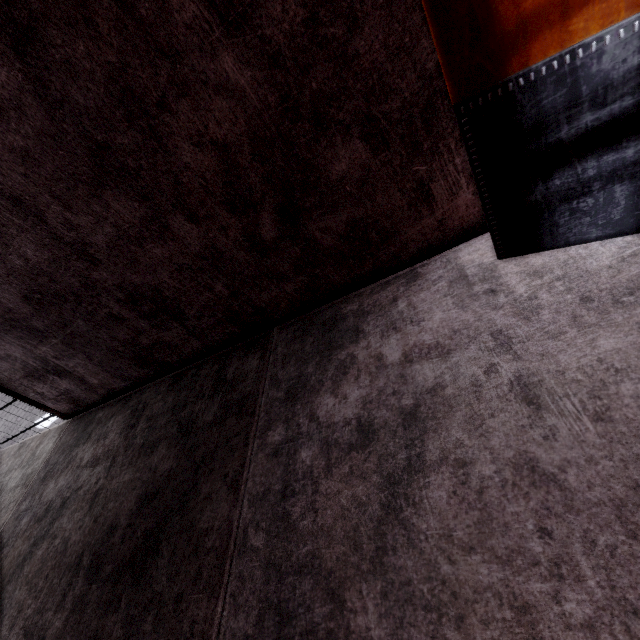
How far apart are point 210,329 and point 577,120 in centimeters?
165cm
